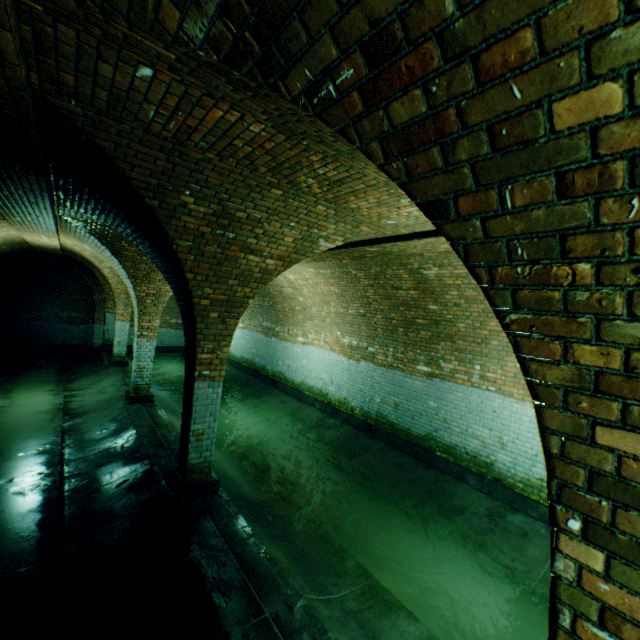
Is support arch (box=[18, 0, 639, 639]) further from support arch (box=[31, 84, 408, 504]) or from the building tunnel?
support arch (box=[31, 84, 408, 504])

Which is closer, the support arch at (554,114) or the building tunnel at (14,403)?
the support arch at (554,114)

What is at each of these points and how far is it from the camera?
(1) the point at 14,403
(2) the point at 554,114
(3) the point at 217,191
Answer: (1) building tunnel, 9.1 meters
(2) support arch, 0.8 meters
(3) support arch, 3.4 meters

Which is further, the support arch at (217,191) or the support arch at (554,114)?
the support arch at (217,191)

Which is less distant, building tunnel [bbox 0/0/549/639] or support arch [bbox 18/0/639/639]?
support arch [bbox 18/0/639/639]

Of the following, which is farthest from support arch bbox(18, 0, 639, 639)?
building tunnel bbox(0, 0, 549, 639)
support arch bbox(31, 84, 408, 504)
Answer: support arch bbox(31, 84, 408, 504)

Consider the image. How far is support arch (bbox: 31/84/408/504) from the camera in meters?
2.9
